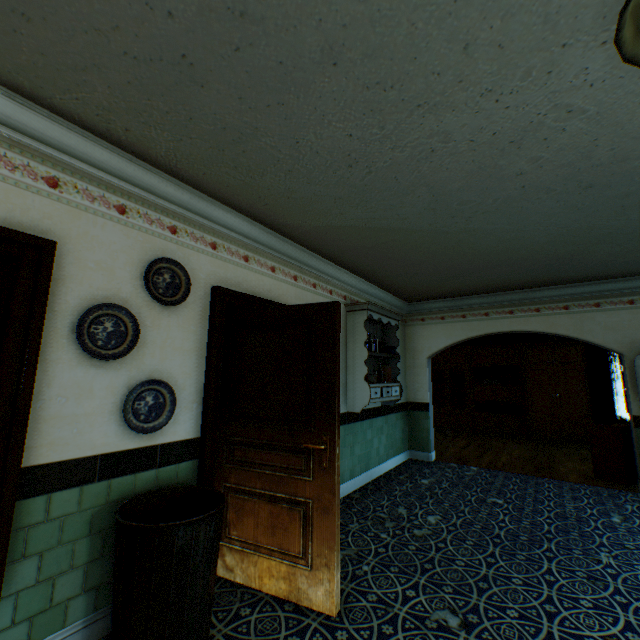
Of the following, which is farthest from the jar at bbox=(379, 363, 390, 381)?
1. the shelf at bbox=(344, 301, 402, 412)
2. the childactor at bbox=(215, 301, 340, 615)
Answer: the childactor at bbox=(215, 301, 340, 615)

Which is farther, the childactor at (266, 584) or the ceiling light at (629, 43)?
the childactor at (266, 584)

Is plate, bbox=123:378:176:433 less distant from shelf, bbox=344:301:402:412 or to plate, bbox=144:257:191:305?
plate, bbox=144:257:191:305

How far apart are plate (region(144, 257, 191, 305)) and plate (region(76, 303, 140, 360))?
0.21m

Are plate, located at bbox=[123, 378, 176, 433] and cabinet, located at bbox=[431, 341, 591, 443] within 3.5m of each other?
no

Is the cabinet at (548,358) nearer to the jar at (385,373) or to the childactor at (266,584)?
the jar at (385,373)

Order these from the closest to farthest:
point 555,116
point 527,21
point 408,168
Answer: point 527,21, point 555,116, point 408,168

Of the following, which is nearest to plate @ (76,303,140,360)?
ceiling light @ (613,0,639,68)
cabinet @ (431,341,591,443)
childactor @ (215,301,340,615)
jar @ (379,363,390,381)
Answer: childactor @ (215,301,340,615)
